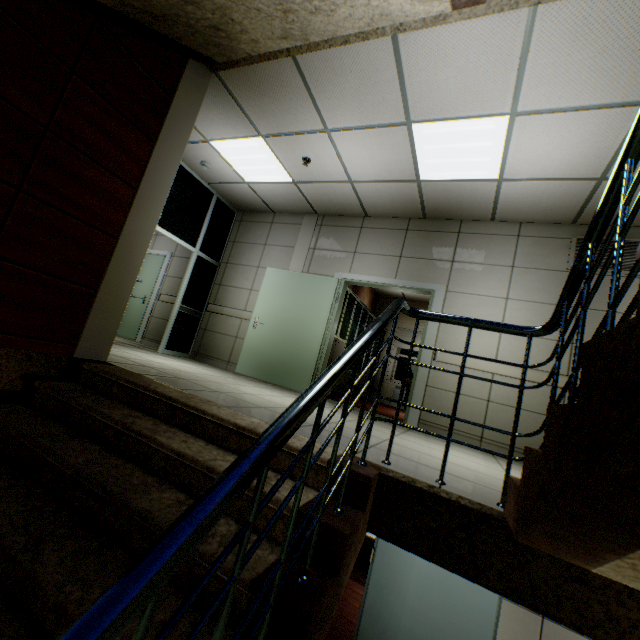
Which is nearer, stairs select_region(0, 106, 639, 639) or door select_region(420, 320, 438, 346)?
stairs select_region(0, 106, 639, 639)

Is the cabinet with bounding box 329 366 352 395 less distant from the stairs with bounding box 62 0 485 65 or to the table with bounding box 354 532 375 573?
the table with bounding box 354 532 375 573

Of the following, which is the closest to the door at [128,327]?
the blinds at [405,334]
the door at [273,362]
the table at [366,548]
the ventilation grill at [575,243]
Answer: the door at [273,362]

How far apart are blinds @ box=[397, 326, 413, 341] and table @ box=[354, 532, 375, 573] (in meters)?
4.90

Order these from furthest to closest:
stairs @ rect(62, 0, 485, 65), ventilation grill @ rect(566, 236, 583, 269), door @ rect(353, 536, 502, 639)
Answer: ventilation grill @ rect(566, 236, 583, 269), door @ rect(353, 536, 502, 639), stairs @ rect(62, 0, 485, 65)

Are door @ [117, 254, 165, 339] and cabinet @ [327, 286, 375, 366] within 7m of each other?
yes

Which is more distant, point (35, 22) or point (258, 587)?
point (35, 22)

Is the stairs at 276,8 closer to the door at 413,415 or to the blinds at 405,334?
the door at 413,415
